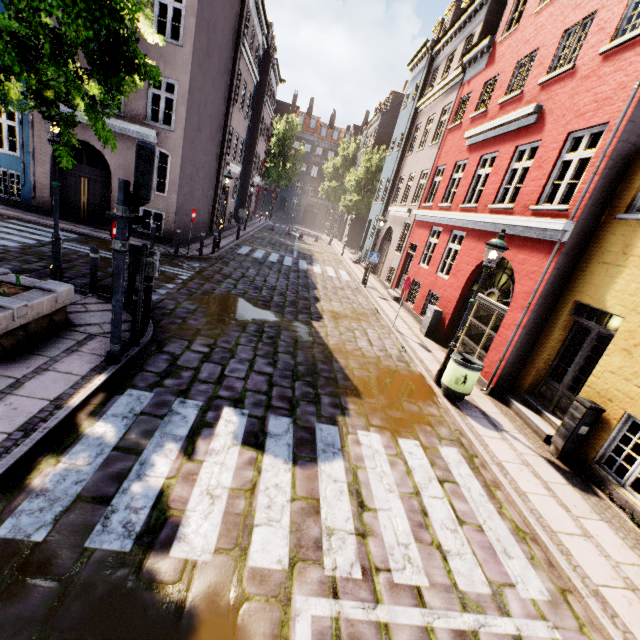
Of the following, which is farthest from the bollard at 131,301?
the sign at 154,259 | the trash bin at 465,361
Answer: the trash bin at 465,361

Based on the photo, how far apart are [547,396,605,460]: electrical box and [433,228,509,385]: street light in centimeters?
241cm

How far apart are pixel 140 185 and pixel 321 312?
7.64m

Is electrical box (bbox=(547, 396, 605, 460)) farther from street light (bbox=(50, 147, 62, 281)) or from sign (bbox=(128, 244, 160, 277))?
street light (bbox=(50, 147, 62, 281))

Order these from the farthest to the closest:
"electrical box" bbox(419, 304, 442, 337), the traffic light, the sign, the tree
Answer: "electrical box" bbox(419, 304, 442, 337) → the sign → the traffic light → the tree

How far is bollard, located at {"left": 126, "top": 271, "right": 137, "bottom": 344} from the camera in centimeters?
586cm

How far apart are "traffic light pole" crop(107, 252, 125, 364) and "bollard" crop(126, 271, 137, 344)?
1.5m

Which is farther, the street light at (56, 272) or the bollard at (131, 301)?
the street light at (56, 272)
